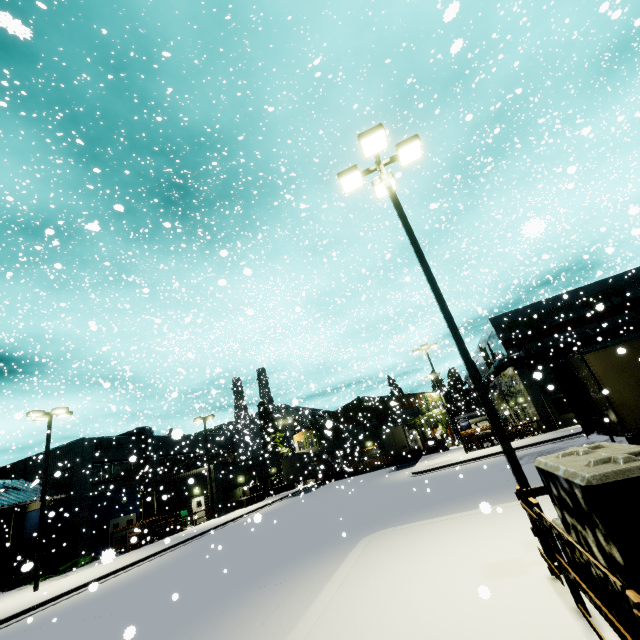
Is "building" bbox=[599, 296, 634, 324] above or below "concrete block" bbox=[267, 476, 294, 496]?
above

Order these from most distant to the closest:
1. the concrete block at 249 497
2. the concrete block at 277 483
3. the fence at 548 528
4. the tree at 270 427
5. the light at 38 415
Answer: the tree at 270 427 < the concrete block at 277 483 < the concrete block at 249 497 < the light at 38 415 < the fence at 548 528

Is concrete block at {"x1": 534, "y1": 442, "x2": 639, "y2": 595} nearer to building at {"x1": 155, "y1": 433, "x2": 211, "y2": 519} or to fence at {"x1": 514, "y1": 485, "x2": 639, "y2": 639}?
fence at {"x1": 514, "y1": 485, "x2": 639, "y2": 639}

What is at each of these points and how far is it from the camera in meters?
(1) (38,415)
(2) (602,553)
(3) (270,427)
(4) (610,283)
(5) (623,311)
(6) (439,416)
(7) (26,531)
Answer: (1) light, 20.9
(2) concrete block, 3.2
(3) tree, 47.4
(4) building, 28.8
(5) building, 28.0
(6) tree, 46.0
(7) building, 29.5

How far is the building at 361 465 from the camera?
46.8 meters

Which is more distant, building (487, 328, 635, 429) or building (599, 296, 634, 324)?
building (599, 296, 634, 324)

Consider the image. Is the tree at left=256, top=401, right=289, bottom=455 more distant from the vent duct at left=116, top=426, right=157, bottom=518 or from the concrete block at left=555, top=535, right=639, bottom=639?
the concrete block at left=555, top=535, right=639, bottom=639

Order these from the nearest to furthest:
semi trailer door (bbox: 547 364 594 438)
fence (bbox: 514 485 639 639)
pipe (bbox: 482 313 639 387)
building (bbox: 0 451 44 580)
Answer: fence (bbox: 514 485 639 639), semi trailer door (bbox: 547 364 594 438), building (bbox: 0 451 44 580), pipe (bbox: 482 313 639 387)
